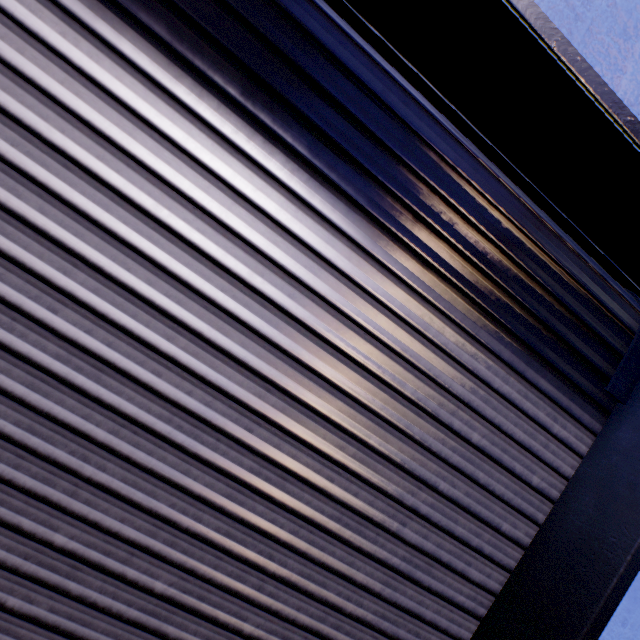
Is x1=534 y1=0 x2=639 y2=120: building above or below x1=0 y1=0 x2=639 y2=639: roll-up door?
above

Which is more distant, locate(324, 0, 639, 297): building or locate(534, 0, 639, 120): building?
locate(324, 0, 639, 297): building

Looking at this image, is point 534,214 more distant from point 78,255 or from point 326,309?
point 78,255

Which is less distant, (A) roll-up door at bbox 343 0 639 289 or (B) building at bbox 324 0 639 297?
(A) roll-up door at bbox 343 0 639 289

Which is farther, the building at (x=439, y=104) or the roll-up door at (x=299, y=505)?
the building at (x=439, y=104)

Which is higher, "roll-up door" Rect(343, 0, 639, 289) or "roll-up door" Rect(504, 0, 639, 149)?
"roll-up door" Rect(504, 0, 639, 149)
